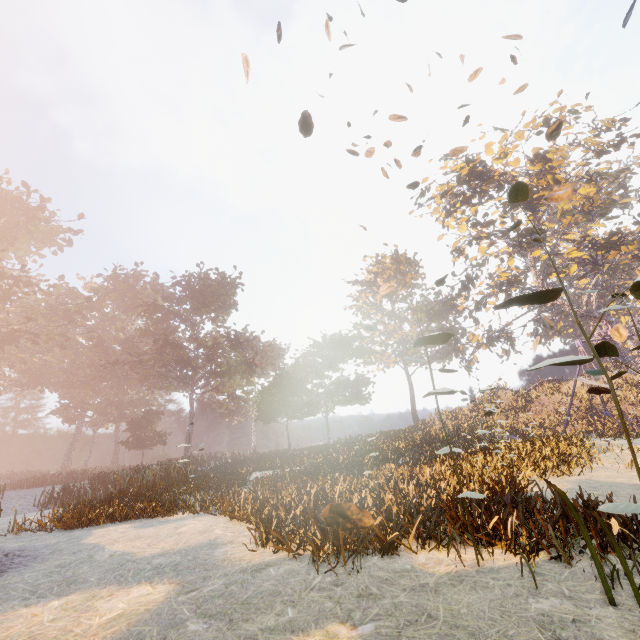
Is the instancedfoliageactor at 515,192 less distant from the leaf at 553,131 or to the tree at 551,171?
the leaf at 553,131

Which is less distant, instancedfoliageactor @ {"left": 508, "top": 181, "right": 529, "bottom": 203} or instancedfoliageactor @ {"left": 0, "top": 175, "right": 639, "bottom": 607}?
instancedfoliageactor @ {"left": 508, "top": 181, "right": 529, "bottom": 203}

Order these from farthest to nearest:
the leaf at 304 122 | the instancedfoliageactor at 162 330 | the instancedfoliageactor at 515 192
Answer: the leaf at 304 122 < the instancedfoliageactor at 162 330 < the instancedfoliageactor at 515 192

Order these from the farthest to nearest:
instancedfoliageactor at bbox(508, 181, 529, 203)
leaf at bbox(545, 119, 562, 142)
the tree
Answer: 1. the tree
2. leaf at bbox(545, 119, 562, 142)
3. instancedfoliageactor at bbox(508, 181, 529, 203)

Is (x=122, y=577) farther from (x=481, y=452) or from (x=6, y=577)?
(x=481, y=452)

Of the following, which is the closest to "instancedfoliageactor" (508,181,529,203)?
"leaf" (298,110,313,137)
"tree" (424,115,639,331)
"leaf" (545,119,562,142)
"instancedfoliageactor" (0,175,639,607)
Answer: "leaf" (298,110,313,137)

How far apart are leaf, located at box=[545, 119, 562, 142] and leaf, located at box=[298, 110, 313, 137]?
4.75m

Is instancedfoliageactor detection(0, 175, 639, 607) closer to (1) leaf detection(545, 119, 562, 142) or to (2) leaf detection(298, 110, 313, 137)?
(1) leaf detection(545, 119, 562, 142)
